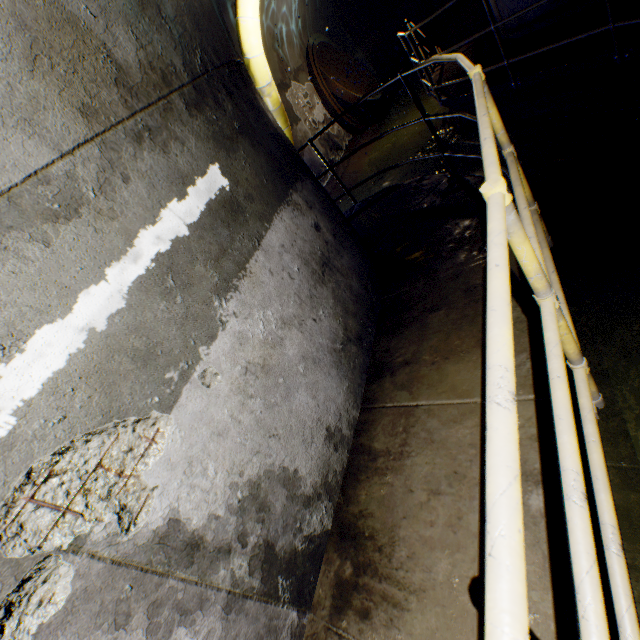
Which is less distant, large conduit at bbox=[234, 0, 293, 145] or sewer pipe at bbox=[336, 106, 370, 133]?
large conduit at bbox=[234, 0, 293, 145]

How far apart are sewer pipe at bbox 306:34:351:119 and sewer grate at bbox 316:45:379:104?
0.0 meters

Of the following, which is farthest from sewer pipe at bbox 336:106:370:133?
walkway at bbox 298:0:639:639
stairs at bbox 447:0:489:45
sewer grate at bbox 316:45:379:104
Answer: stairs at bbox 447:0:489:45

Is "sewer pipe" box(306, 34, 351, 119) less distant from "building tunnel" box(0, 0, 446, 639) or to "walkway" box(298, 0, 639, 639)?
"building tunnel" box(0, 0, 446, 639)

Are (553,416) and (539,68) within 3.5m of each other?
no

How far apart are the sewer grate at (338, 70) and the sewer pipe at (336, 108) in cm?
0

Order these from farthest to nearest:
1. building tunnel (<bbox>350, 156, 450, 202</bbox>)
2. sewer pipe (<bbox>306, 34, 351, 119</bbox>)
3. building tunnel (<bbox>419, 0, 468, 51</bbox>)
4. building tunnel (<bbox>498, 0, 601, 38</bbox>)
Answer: building tunnel (<bbox>419, 0, 468, 51</bbox>), sewer pipe (<bbox>306, 34, 351, 119</bbox>), building tunnel (<bbox>350, 156, 450, 202</bbox>), building tunnel (<bbox>498, 0, 601, 38</bbox>)

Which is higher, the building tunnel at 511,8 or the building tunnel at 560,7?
the building tunnel at 511,8
